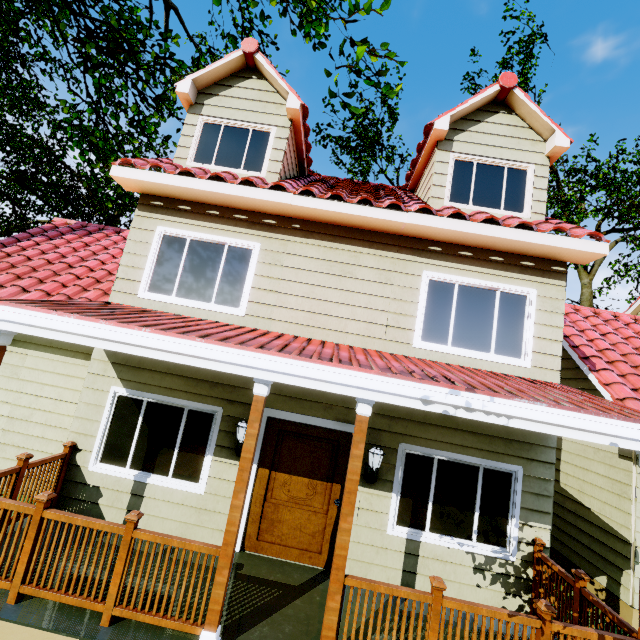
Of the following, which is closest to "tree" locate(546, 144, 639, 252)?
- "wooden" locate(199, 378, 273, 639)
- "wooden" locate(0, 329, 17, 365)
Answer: "wooden" locate(199, 378, 273, 639)

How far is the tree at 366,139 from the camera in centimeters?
532cm

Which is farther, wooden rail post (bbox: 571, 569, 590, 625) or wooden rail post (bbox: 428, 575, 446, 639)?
wooden rail post (bbox: 571, 569, 590, 625)

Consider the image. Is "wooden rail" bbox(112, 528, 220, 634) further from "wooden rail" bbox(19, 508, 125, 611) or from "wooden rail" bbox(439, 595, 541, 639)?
"wooden rail" bbox(439, 595, 541, 639)

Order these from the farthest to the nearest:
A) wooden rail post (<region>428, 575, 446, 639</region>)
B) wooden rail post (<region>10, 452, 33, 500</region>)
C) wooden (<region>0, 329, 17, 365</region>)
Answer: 1. wooden rail post (<region>10, 452, 33, 500</region>)
2. wooden (<region>0, 329, 17, 365</region>)
3. wooden rail post (<region>428, 575, 446, 639</region>)

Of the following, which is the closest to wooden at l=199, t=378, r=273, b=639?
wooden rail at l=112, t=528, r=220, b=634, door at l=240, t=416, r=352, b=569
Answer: wooden rail at l=112, t=528, r=220, b=634

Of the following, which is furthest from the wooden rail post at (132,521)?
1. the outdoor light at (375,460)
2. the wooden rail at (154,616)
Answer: the outdoor light at (375,460)

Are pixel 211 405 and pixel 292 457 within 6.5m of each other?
yes
